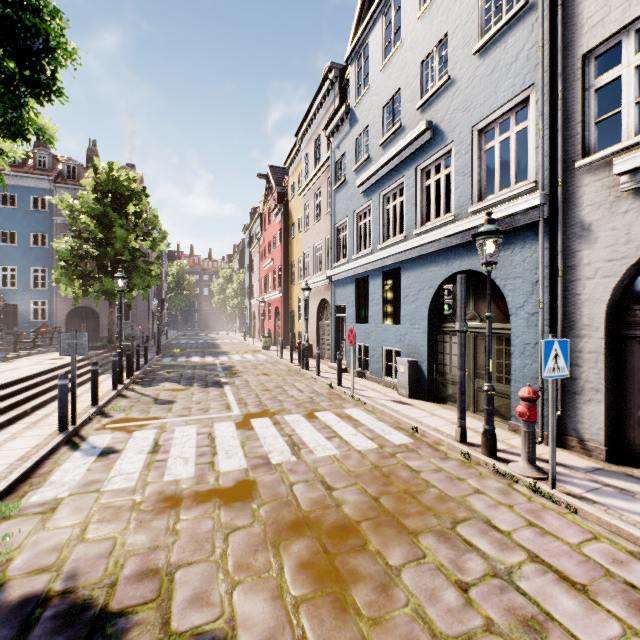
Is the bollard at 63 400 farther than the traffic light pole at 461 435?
Yes

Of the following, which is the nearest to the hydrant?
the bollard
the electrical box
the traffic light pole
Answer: the traffic light pole

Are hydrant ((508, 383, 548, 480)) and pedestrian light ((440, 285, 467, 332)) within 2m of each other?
yes

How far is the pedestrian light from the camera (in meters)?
5.66

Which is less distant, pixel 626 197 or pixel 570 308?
pixel 626 197

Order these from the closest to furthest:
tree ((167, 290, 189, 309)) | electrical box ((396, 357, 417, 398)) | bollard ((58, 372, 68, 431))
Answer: bollard ((58, 372, 68, 431))
electrical box ((396, 357, 417, 398))
tree ((167, 290, 189, 309))

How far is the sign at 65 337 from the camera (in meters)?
6.52

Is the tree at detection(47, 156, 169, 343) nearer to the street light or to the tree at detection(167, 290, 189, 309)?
the street light
